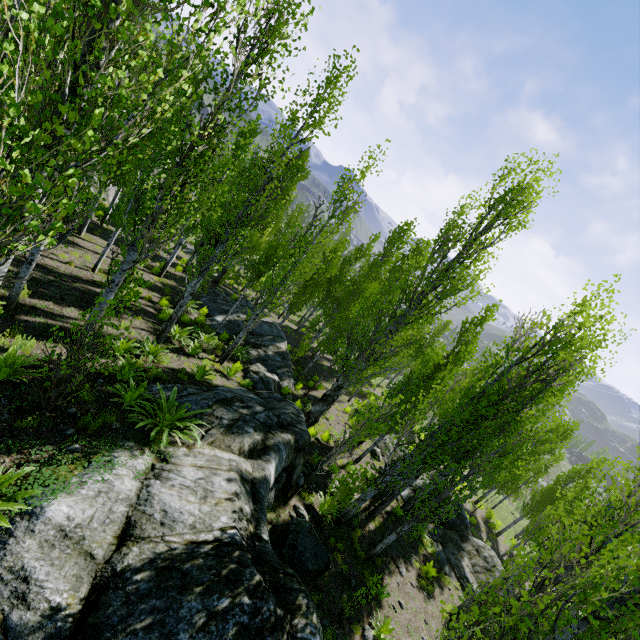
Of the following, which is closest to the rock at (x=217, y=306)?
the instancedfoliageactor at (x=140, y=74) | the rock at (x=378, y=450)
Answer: the instancedfoliageactor at (x=140, y=74)

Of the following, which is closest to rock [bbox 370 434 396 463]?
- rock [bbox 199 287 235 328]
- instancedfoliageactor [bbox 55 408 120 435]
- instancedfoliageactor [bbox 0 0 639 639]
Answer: instancedfoliageactor [bbox 0 0 639 639]

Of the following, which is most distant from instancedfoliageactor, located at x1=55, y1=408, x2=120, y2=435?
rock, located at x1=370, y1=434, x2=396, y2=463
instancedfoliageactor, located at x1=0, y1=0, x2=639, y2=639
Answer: rock, located at x1=370, y1=434, x2=396, y2=463

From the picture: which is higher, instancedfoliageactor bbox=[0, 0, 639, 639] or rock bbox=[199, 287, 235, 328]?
instancedfoliageactor bbox=[0, 0, 639, 639]

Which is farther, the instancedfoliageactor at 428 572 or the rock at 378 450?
the rock at 378 450

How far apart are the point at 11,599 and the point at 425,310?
12.31m

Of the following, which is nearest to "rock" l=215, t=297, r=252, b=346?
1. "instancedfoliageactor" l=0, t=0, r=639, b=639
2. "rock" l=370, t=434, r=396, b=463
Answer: "instancedfoliageactor" l=0, t=0, r=639, b=639
